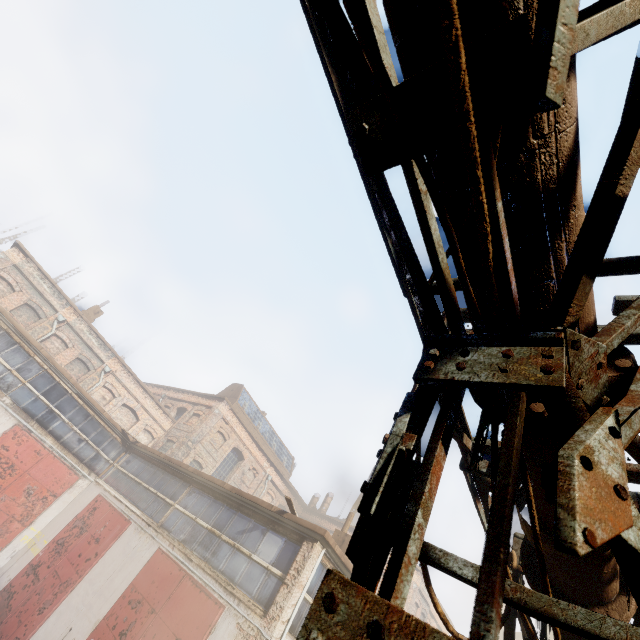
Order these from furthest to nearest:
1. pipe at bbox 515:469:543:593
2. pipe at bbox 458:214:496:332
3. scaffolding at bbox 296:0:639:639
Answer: pipe at bbox 515:469:543:593 → pipe at bbox 458:214:496:332 → scaffolding at bbox 296:0:639:639

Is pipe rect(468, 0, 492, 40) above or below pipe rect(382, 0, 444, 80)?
Answer: below

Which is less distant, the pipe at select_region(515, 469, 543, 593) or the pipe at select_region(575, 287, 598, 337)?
the pipe at select_region(575, 287, 598, 337)

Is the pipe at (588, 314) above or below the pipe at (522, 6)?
above

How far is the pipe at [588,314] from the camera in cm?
139

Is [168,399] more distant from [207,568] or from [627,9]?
[627,9]

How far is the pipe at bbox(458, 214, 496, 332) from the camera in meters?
1.3 m

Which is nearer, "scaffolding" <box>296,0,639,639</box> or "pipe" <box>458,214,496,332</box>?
"scaffolding" <box>296,0,639,639</box>
